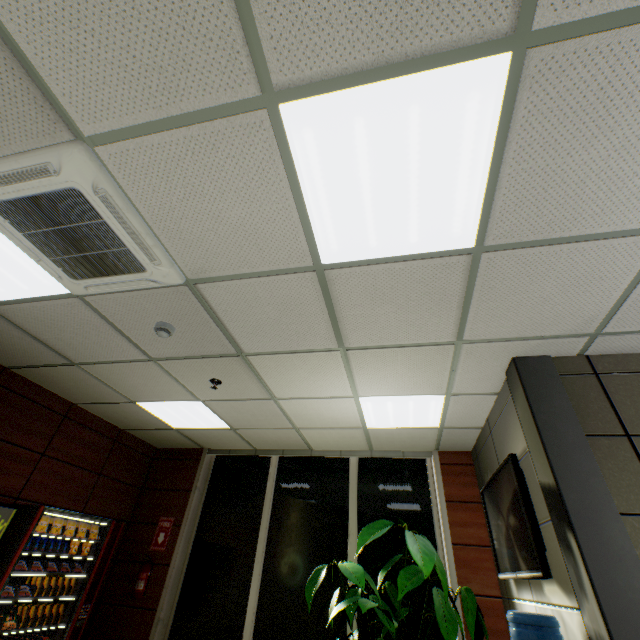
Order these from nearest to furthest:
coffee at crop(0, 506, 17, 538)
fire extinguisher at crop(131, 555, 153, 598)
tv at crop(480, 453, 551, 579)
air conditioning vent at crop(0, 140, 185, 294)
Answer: air conditioning vent at crop(0, 140, 185, 294) → tv at crop(480, 453, 551, 579) → coffee at crop(0, 506, 17, 538) → fire extinguisher at crop(131, 555, 153, 598)

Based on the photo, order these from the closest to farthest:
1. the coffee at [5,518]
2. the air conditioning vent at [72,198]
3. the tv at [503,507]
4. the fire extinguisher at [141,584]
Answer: the air conditioning vent at [72,198] → the tv at [503,507] → the coffee at [5,518] → the fire extinguisher at [141,584]

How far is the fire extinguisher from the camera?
4.50m

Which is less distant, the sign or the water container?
the water container

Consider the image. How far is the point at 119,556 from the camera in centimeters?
502cm

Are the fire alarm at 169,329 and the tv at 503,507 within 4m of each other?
yes

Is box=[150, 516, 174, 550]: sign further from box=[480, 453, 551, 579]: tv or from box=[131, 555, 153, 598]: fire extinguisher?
box=[480, 453, 551, 579]: tv

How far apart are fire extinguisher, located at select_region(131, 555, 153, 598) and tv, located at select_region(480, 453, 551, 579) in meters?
4.7
